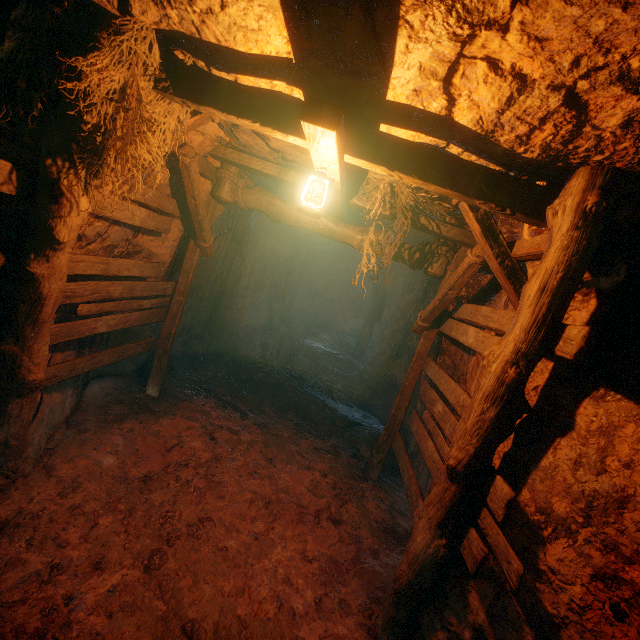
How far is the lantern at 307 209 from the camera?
2.9 meters

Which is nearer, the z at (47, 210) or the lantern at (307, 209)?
the z at (47, 210)

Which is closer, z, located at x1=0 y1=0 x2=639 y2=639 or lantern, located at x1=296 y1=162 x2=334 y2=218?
z, located at x1=0 y1=0 x2=639 y2=639

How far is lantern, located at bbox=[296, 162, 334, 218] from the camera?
2.94m

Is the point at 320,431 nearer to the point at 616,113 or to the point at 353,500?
the point at 353,500
